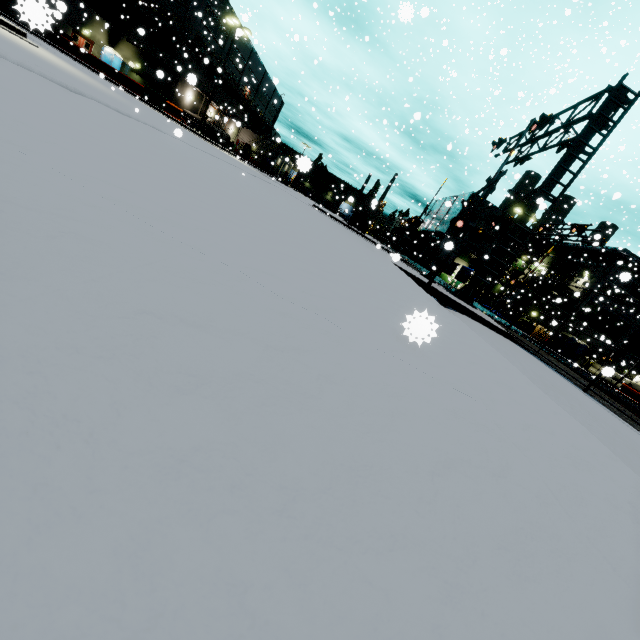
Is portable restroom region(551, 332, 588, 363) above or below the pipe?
below

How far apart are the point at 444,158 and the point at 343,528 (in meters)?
20.58

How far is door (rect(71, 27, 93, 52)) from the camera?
33.5m

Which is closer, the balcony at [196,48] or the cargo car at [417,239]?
the balcony at [196,48]

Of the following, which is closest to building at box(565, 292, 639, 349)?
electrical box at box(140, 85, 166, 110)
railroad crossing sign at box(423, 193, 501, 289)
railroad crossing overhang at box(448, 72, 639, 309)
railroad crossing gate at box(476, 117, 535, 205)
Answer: railroad crossing gate at box(476, 117, 535, 205)

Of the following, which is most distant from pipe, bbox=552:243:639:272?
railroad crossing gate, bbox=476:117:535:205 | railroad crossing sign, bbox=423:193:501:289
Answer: railroad crossing sign, bbox=423:193:501:289

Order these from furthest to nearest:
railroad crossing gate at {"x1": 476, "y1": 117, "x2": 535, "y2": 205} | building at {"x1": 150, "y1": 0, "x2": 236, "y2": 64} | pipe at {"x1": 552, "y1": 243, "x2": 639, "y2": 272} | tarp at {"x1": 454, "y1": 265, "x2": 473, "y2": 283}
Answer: pipe at {"x1": 552, "y1": 243, "x2": 639, "y2": 272}, tarp at {"x1": 454, "y1": 265, "x2": 473, "y2": 283}, building at {"x1": 150, "y1": 0, "x2": 236, "y2": 64}, railroad crossing gate at {"x1": 476, "y1": 117, "x2": 535, "y2": 205}

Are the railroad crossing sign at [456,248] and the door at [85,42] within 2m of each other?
no
